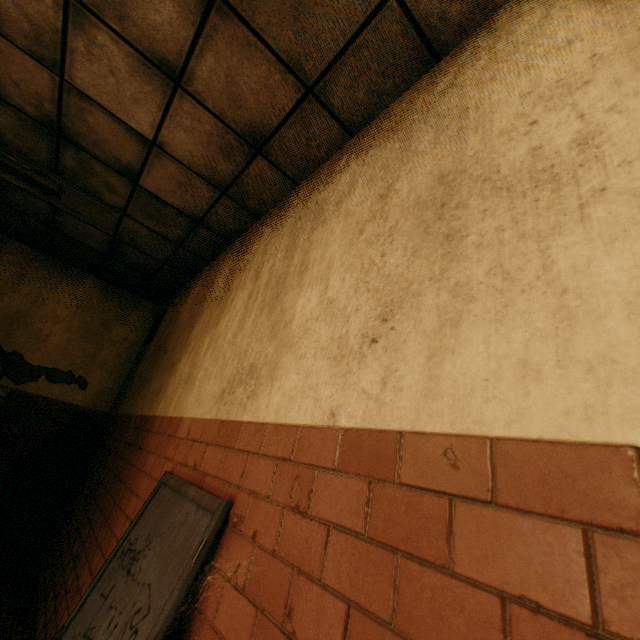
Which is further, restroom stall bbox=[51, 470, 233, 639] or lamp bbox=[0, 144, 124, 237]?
lamp bbox=[0, 144, 124, 237]

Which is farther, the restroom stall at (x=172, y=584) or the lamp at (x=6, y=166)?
the lamp at (x=6, y=166)

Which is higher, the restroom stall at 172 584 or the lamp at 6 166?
the lamp at 6 166

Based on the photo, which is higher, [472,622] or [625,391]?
[625,391]

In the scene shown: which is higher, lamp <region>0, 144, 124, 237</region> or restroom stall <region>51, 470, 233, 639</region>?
lamp <region>0, 144, 124, 237</region>
